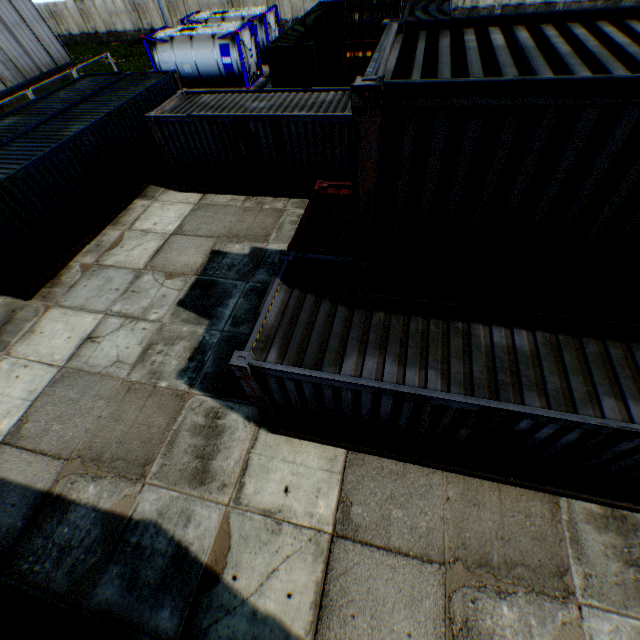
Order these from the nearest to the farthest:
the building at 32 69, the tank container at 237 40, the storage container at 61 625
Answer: the storage container at 61 625
the building at 32 69
the tank container at 237 40

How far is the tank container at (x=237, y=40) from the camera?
20.7 meters

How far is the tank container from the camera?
A: 20.70m

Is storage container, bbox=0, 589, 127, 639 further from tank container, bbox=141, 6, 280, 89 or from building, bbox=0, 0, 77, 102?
tank container, bbox=141, 6, 280, 89

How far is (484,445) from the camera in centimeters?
509cm

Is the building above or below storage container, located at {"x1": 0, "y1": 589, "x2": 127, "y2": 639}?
above

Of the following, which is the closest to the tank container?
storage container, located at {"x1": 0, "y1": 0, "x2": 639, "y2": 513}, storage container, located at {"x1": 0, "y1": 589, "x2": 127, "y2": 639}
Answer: storage container, located at {"x1": 0, "y1": 0, "x2": 639, "y2": 513}
